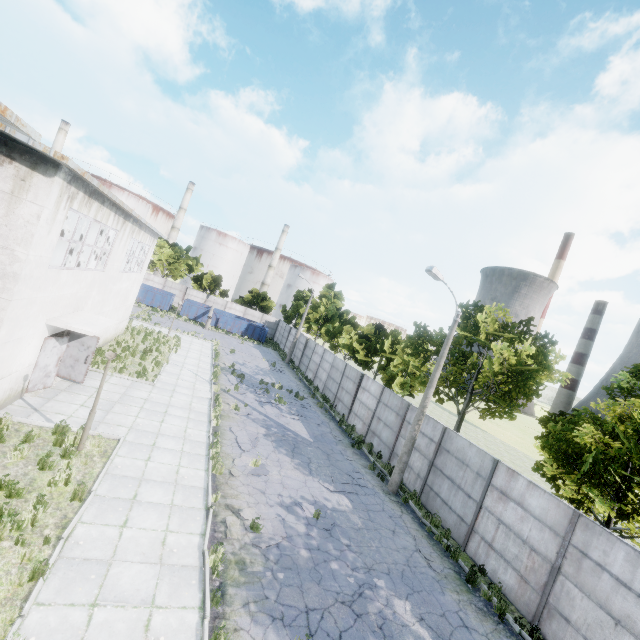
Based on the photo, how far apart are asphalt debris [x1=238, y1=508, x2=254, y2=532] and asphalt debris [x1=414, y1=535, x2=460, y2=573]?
5.0m

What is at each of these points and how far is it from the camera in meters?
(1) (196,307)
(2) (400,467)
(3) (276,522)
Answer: (1) garbage container, 42.2 m
(2) lamp post, 14.8 m
(3) asphalt debris, 10.0 m

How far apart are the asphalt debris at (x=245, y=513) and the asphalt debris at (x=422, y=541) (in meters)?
5.01

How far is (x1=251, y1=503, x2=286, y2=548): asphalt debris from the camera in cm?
888

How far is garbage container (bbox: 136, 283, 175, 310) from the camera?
40.1m

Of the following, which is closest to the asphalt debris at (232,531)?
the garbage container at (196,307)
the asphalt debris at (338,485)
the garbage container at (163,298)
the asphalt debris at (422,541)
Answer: the asphalt debris at (338,485)

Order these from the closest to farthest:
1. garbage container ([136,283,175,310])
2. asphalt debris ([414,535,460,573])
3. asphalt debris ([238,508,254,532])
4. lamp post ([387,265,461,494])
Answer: asphalt debris ([238,508,254,532]), asphalt debris ([414,535,460,573]), lamp post ([387,265,461,494]), garbage container ([136,283,175,310])

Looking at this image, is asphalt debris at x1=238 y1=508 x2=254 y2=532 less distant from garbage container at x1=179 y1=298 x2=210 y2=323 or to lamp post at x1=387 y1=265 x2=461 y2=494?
lamp post at x1=387 y1=265 x2=461 y2=494
